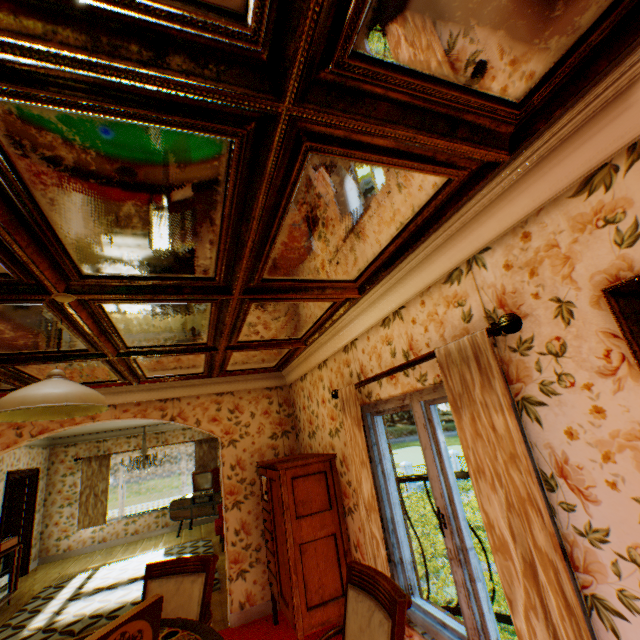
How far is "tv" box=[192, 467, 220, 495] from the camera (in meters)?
9.36

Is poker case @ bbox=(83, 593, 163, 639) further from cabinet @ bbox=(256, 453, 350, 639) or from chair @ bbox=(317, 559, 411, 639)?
cabinet @ bbox=(256, 453, 350, 639)

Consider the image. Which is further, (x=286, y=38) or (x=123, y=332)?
(x=123, y=332)

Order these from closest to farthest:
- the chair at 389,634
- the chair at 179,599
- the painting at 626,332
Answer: the painting at 626,332 → the chair at 389,634 → the chair at 179,599

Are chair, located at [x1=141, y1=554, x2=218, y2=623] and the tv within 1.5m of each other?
no

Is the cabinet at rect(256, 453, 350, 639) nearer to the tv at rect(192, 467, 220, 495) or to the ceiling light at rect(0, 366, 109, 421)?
the ceiling light at rect(0, 366, 109, 421)

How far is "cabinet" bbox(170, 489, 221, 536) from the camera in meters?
9.1

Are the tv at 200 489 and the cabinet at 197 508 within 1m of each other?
yes
